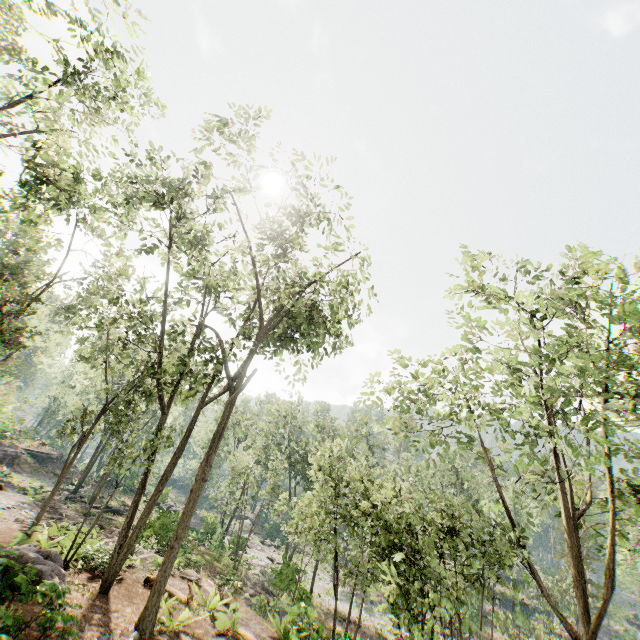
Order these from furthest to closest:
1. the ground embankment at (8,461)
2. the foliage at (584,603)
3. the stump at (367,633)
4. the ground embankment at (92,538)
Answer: the ground embankment at (8,461), the stump at (367,633), the ground embankment at (92,538), the foliage at (584,603)

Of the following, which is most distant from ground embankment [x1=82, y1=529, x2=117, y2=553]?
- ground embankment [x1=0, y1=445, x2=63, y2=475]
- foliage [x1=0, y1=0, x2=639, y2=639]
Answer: foliage [x1=0, y1=0, x2=639, y2=639]

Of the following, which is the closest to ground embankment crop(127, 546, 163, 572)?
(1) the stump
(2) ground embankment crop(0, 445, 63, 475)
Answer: (2) ground embankment crop(0, 445, 63, 475)

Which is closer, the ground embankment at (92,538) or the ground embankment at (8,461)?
→ the ground embankment at (92,538)

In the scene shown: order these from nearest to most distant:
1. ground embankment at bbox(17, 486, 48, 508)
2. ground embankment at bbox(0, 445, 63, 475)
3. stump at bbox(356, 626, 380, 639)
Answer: ground embankment at bbox(17, 486, 48, 508) → stump at bbox(356, 626, 380, 639) → ground embankment at bbox(0, 445, 63, 475)

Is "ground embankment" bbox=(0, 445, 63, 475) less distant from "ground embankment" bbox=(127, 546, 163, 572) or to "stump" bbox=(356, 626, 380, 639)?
"ground embankment" bbox=(127, 546, 163, 572)

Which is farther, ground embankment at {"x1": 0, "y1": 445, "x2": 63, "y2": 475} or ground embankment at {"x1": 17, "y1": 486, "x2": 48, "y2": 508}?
ground embankment at {"x1": 0, "y1": 445, "x2": 63, "y2": 475}

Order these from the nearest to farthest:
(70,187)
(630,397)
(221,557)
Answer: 1. (630,397)
2. (70,187)
3. (221,557)
